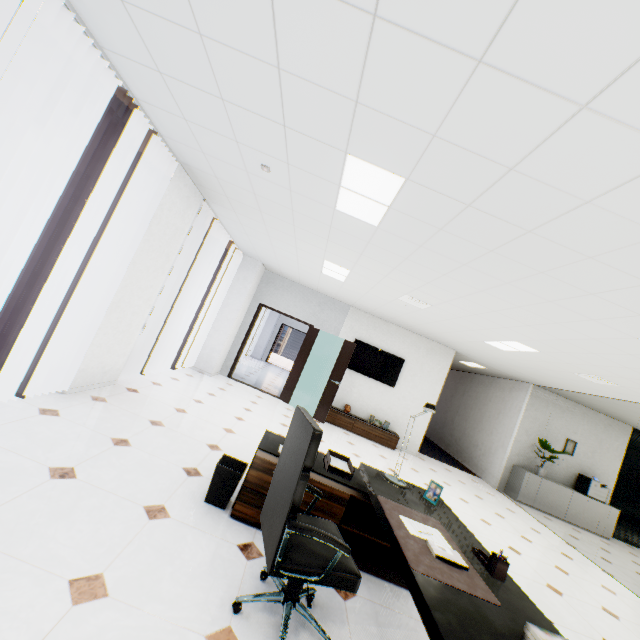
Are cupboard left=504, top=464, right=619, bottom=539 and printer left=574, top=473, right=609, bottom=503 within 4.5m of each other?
yes

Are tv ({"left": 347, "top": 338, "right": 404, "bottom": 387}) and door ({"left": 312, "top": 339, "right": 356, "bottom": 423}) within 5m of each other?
yes

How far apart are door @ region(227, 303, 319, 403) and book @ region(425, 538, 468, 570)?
6.4 meters

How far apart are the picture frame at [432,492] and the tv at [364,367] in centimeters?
564cm

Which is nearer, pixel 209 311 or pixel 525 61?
pixel 525 61

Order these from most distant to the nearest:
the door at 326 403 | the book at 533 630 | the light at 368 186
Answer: the door at 326 403 < the light at 368 186 < the book at 533 630

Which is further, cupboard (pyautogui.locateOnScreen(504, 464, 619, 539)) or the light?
cupboard (pyautogui.locateOnScreen(504, 464, 619, 539))

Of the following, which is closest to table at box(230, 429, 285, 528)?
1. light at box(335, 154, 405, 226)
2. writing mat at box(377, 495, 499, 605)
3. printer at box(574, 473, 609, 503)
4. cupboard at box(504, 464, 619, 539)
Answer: writing mat at box(377, 495, 499, 605)
